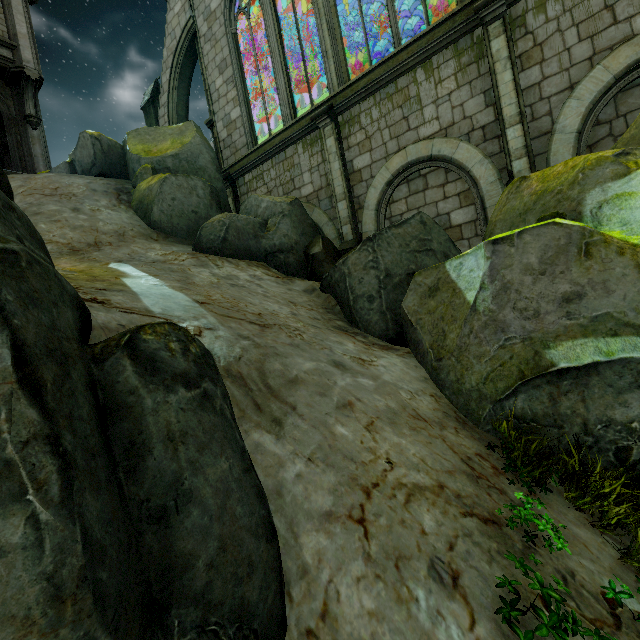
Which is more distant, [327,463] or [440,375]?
[440,375]

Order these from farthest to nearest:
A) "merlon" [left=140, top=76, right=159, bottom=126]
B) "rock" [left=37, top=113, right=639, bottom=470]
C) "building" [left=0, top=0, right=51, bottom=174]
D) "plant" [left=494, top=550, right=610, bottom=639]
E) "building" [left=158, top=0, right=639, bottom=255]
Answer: "merlon" [left=140, top=76, right=159, bottom=126] → "building" [left=0, top=0, right=51, bottom=174] → "building" [left=158, top=0, right=639, bottom=255] → "rock" [left=37, top=113, right=639, bottom=470] → "plant" [left=494, top=550, right=610, bottom=639]

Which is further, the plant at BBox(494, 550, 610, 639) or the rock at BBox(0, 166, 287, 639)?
the plant at BBox(494, 550, 610, 639)

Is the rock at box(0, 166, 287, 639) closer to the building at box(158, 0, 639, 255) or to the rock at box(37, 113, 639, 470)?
the building at box(158, 0, 639, 255)

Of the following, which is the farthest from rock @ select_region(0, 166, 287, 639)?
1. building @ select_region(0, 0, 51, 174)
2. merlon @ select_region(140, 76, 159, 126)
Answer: merlon @ select_region(140, 76, 159, 126)

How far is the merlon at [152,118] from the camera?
16.4m

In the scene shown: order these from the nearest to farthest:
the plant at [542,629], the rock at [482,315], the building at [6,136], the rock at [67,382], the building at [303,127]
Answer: the rock at [67,382], the plant at [542,629], the rock at [482,315], the building at [303,127], the building at [6,136]

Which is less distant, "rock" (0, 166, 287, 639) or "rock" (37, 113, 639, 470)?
"rock" (0, 166, 287, 639)
